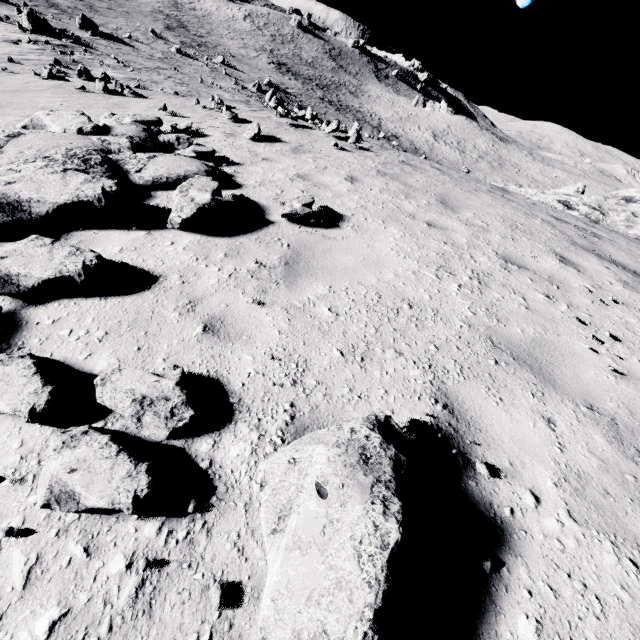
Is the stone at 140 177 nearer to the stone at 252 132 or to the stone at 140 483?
the stone at 140 483

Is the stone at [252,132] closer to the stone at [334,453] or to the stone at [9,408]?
the stone at [9,408]

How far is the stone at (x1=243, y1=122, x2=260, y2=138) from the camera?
8.4m

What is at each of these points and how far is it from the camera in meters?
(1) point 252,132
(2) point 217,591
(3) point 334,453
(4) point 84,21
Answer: (1) stone, 8.4
(2) stone, 1.5
(3) stone, 1.7
(4) stone, 32.0

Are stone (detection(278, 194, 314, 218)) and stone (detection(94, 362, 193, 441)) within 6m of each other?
yes

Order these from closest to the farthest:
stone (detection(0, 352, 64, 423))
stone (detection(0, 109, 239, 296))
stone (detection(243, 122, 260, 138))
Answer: stone (detection(0, 352, 64, 423)) < stone (detection(0, 109, 239, 296)) < stone (detection(243, 122, 260, 138))

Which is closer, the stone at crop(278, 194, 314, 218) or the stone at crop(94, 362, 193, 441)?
the stone at crop(94, 362, 193, 441)

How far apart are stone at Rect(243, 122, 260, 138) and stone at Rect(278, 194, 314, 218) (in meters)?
4.67
